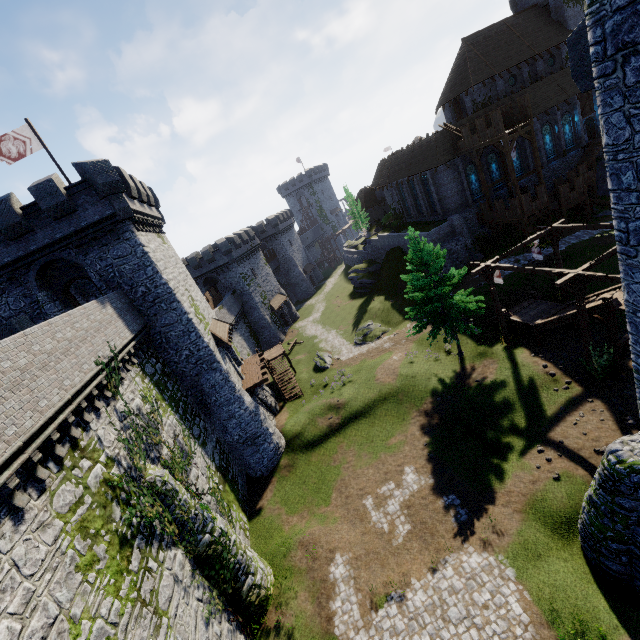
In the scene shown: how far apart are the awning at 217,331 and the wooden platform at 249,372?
3.1m

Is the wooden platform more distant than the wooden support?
Yes

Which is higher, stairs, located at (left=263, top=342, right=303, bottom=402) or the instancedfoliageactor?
the instancedfoliageactor

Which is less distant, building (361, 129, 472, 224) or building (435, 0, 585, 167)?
building (361, 129, 472, 224)

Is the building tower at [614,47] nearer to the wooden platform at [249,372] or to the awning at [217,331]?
the wooden platform at [249,372]

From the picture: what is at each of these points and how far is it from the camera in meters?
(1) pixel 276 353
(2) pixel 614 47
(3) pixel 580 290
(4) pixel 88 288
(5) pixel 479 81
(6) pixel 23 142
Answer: (1) stairs, 37.1 m
(2) building tower, 5.5 m
(3) wooden support, 16.4 m
(4) building, 26.5 m
(5) building, 37.0 m
(6) flag, 18.7 m

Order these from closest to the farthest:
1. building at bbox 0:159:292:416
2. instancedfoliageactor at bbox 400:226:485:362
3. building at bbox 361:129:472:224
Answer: building at bbox 0:159:292:416 < instancedfoliageactor at bbox 400:226:485:362 < building at bbox 361:129:472:224

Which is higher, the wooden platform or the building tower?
the building tower
